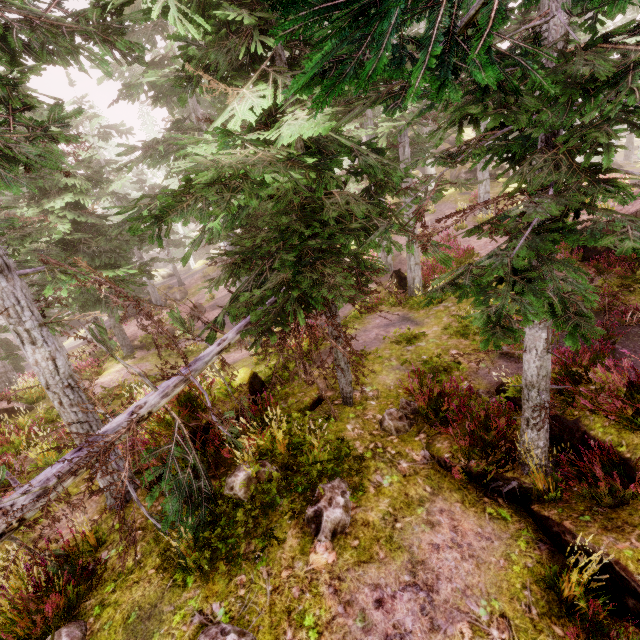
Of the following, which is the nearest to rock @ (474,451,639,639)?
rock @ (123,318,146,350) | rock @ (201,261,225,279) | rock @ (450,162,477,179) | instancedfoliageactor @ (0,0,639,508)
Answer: instancedfoliageactor @ (0,0,639,508)

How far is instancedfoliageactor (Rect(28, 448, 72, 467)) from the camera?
8.9m

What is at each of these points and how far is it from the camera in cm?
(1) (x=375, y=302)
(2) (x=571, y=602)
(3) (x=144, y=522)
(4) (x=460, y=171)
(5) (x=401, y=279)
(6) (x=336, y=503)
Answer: (1) instancedfoliageactor, 1636
(2) instancedfoliageactor, 411
(3) rock, 585
(4) rock, 3247
(5) tree trunk, 1731
(6) instancedfoliageactor, 527

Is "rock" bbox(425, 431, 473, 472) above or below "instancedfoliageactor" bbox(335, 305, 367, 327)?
above

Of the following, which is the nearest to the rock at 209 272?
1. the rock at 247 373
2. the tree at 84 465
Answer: the rock at 247 373

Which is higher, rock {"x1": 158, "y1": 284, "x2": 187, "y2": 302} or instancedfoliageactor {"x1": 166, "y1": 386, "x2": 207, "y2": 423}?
instancedfoliageactor {"x1": 166, "y1": 386, "x2": 207, "y2": 423}

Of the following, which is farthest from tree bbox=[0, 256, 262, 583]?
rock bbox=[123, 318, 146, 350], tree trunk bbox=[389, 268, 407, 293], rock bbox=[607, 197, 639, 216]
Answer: rock bbox=[123, 318, 146, 350]

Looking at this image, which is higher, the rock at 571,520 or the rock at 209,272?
the rock at 571,520
